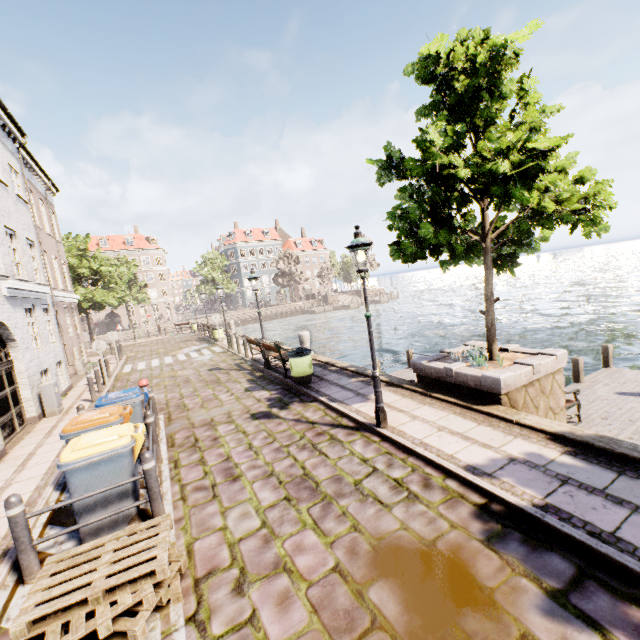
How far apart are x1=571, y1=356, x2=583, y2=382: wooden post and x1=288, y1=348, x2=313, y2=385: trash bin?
8.82m

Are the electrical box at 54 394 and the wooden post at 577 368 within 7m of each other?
no

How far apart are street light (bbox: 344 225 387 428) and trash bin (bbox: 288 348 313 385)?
3.6m

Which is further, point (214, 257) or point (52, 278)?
point (214, 257)

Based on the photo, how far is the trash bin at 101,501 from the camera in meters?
4.3

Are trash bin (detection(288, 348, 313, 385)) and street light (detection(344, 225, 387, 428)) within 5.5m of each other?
yes

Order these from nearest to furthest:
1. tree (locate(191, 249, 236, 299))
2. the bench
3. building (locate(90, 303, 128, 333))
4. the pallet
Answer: the pallet
the bench
tree (locate(191, 249, 236, 299))
building (locate(90, 303, 128, 333))

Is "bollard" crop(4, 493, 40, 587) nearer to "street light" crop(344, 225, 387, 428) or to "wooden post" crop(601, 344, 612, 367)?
"street light" crop(344, 225, 387, 428)
